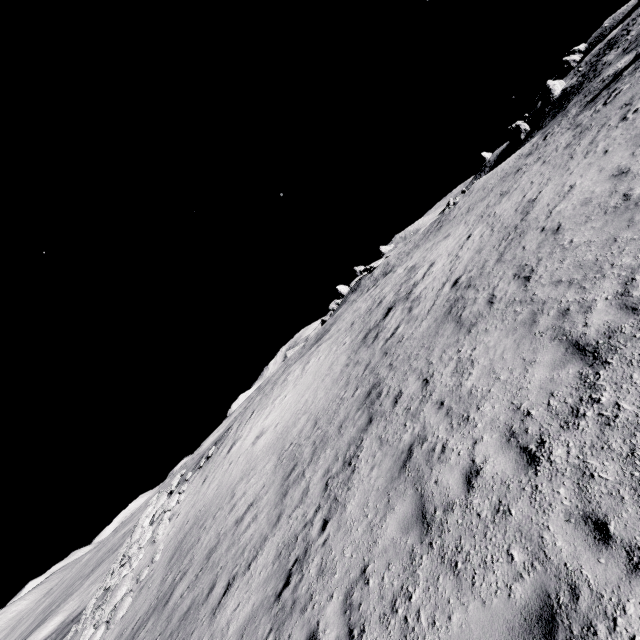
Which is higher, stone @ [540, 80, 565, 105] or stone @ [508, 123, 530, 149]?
stone @ [540, 80, 565, 105]

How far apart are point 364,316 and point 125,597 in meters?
19.0 m

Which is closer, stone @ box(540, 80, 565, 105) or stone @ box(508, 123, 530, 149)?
stone @ box(540, 80, 565, 105)

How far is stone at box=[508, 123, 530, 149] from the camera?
55.8 meters

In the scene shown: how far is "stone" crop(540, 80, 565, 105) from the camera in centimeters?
5241cm

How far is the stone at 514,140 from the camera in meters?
55.8

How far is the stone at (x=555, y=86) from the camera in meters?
52.4
